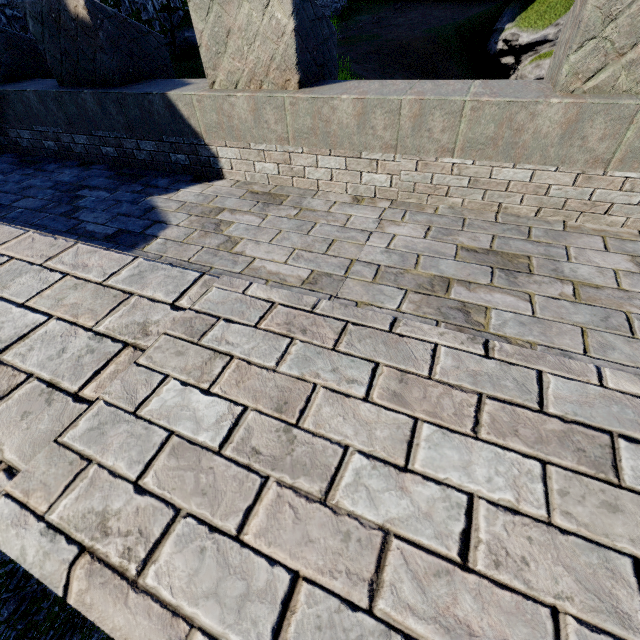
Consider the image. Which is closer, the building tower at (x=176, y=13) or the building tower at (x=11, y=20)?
the building tower at (x=11, y=20)

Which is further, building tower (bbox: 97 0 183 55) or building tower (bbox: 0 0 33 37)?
building tower (bbox: 97 0 183 55)

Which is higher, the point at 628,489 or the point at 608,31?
the point at 608,31
